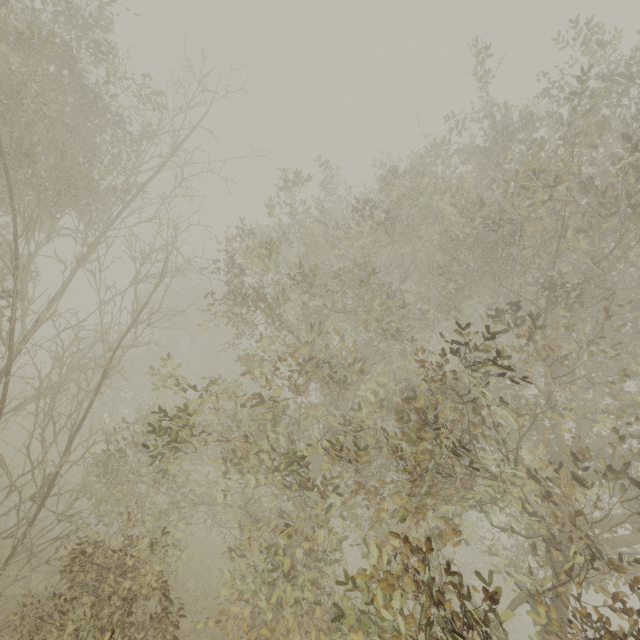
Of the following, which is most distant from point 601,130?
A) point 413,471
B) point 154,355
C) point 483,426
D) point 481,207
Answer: point 154,355
